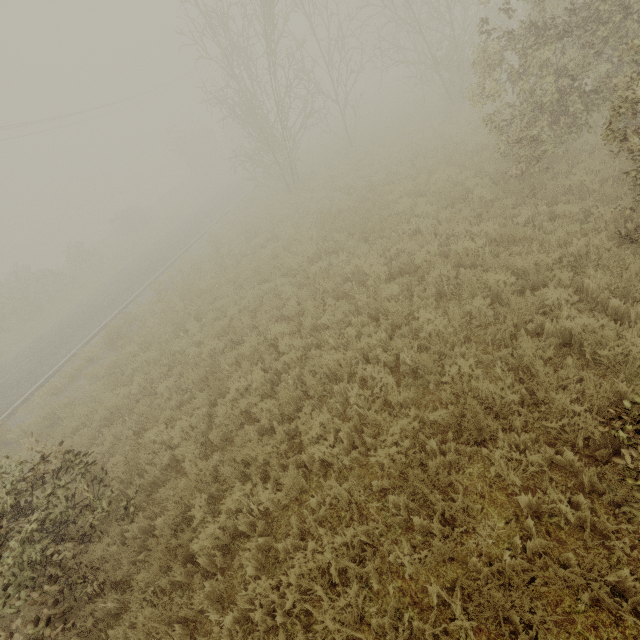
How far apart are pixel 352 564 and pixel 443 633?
1.0m

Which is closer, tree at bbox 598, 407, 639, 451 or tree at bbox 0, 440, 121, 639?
tree at bbox 598, 407, 639, 451

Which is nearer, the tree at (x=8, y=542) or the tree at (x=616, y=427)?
the tree at (x=616, y=427)
